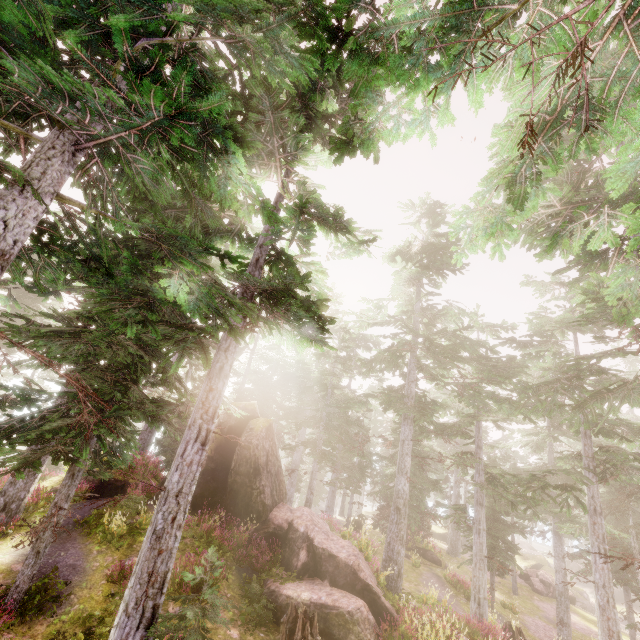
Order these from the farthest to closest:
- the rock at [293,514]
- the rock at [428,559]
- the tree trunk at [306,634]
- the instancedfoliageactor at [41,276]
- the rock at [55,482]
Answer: the rock at [428,559]
the rock at [55,482]
the rock at [293,514]
the tree trunk at [306,634]
the instancedfoliageactor at [41,276]

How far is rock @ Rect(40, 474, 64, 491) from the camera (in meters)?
14.91

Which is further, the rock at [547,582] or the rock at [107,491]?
the rock at [547,582]

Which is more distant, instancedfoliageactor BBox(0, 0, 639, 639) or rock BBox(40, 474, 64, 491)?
rock BBox(40, 474, 64, 491)

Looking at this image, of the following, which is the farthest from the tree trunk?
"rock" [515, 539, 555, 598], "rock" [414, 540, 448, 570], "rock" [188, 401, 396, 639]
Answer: "rock" [515, 539, 555, 598]

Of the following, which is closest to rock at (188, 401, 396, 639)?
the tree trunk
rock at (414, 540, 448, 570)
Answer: the tree trunk

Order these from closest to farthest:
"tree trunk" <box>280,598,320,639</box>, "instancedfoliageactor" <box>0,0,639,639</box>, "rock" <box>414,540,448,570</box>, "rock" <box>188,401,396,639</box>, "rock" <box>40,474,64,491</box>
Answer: "instancedfoliageactor" <box>0,0,639,639</box>, "tree trunk" <box>280,598,320,639</box>, "rock" <box>188,401,396,639</box>, "rock" <box>40,474,64,491</box>, "rock" <box>414,540,448,570</box>

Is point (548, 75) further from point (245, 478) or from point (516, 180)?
point (245, 478)
